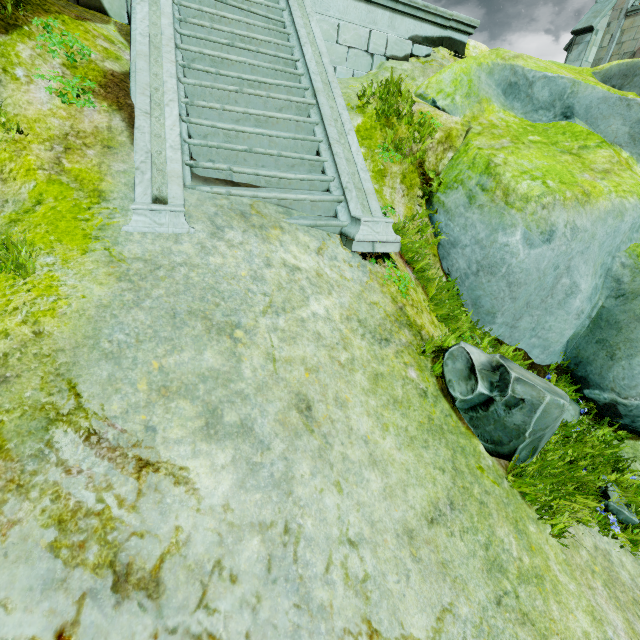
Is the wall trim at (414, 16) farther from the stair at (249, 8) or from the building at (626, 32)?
the building at (626, 32)

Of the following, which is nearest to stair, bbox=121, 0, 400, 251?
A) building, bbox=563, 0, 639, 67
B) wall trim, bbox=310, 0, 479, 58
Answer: wall trim, bbox=310, 0, 479, 58

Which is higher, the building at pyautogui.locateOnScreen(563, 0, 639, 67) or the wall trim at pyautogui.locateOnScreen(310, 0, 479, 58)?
the building at pyautogui.locateOnScreen(563, 0, 639, 67)

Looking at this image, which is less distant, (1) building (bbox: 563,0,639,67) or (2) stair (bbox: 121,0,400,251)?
(2) stair (bbox: 121,0,400,251)

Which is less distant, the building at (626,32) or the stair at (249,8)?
the stair at (249,8)

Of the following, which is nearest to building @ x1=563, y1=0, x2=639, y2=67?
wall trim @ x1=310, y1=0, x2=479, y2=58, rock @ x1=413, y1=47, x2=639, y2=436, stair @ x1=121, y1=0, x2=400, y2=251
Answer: rock @ x1=413, y1=47, x2=639, y2=436

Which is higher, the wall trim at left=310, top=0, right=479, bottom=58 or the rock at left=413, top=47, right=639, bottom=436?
the wall trim at left=310, top=0, right=479, bottom=58

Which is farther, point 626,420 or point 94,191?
point 626,420
